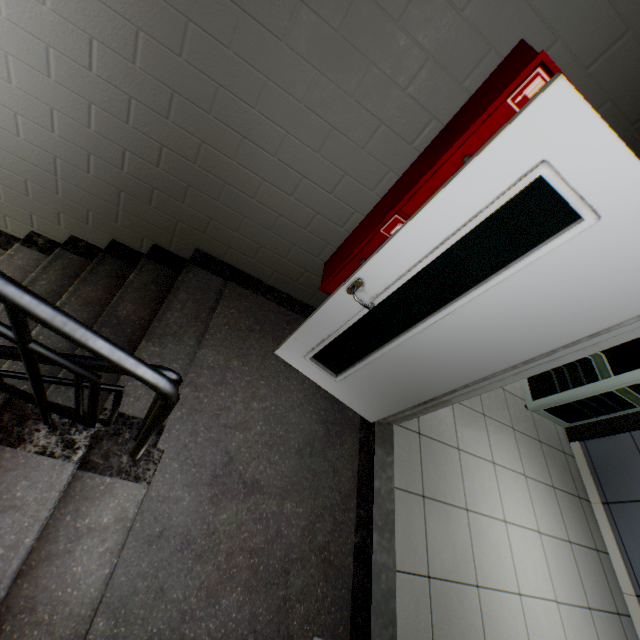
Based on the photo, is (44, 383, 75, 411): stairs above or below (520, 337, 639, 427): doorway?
below

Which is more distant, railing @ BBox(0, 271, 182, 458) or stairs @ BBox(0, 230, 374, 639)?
stairs @ BBox(0, 230, 374, 639)

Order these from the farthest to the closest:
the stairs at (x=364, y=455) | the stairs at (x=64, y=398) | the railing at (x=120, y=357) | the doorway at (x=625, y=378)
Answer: the doorway at (x=625, y=378) < the stairs at (x=64, y=398) < the stairs at (x=364, y=455) < the railing at (x=120, y=357)

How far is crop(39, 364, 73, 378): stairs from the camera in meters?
1.8 m

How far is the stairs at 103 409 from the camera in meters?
1.7

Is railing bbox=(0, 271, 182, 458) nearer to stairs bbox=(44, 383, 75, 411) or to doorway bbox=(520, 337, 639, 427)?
stairs bbox=(44, 383, 75, 411)

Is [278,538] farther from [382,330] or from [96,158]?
[96,158]

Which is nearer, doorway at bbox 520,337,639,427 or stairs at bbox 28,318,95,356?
stairs at bbox 28,318,95,356
